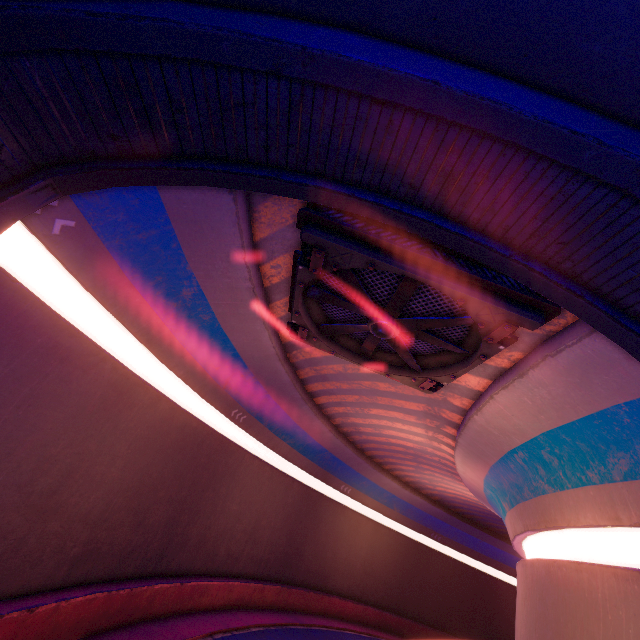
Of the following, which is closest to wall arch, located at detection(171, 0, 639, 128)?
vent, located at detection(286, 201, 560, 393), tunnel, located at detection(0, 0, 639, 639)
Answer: tunnel, located at detection(0, 0, 639, 639)

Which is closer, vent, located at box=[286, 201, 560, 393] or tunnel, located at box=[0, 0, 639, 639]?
tunnel, located at box=[0, 0, 639, 639]

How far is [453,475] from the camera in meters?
23.0

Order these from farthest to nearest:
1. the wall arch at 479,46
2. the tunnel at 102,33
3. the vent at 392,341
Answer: the vent at 392,341 → the tunnel at 102,33 → the wall arch at 479,46

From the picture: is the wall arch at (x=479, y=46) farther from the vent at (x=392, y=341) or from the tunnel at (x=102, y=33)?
the vent at (x=392, y=341)

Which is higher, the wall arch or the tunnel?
the wall arch

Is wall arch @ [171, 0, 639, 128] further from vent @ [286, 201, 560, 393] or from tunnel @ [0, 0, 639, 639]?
vent @ [286, 201, 560, 393]

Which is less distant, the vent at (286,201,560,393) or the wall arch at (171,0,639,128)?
the wall arch at (171,0,639,128)
